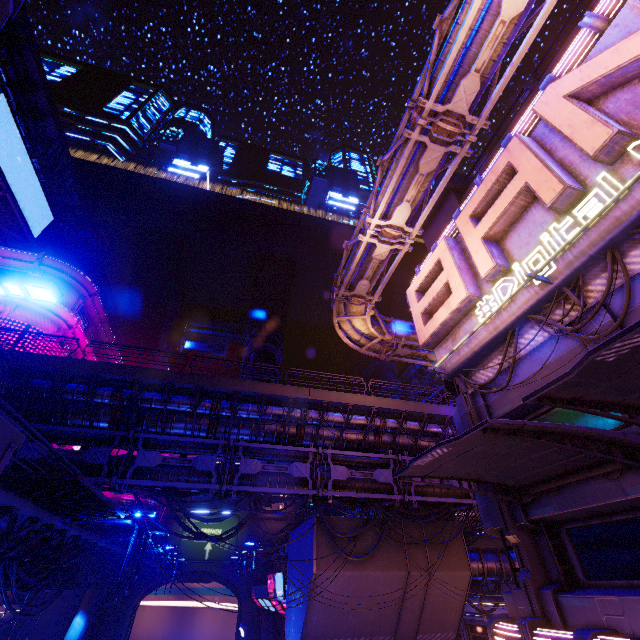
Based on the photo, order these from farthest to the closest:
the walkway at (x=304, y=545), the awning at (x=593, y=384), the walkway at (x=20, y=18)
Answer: the walkway at (x=20, y=18), the walkway at (x=304, y=545), the awning at (x=593, y=384)

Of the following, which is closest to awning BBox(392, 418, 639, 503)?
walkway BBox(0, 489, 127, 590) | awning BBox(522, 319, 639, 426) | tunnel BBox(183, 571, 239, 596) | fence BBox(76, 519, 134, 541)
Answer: awning BBox(522, 319, 639, 426)

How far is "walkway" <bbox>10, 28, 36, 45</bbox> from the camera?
27.02m

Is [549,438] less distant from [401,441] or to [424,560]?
[401,441]

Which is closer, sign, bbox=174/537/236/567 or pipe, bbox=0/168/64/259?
pipe, bbox=0/168/64/259

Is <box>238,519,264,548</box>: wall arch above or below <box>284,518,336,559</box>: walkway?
above

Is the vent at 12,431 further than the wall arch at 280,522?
No

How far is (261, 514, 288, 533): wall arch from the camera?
45.6m
